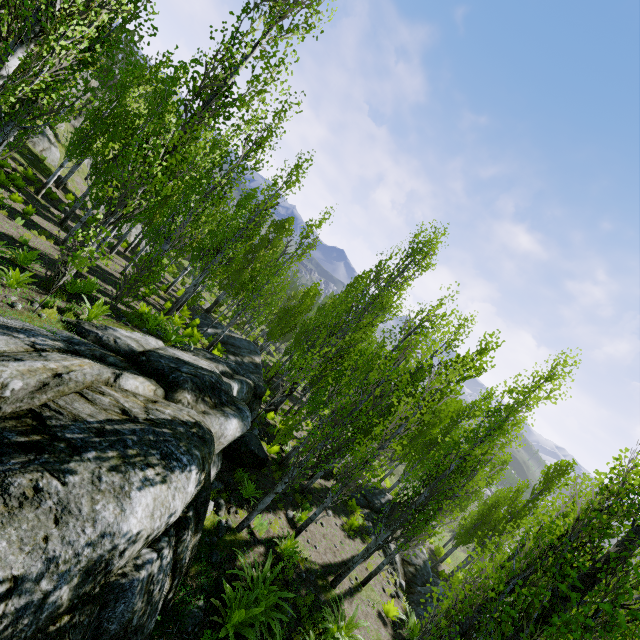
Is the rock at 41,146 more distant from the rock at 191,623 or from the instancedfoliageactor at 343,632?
the rock at 191,623

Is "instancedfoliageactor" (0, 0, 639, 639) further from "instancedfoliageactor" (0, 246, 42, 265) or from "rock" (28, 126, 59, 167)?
"instancedfoliageactor" (0, 246, 42, 265)

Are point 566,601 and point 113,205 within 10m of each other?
no

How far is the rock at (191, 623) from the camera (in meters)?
5.29

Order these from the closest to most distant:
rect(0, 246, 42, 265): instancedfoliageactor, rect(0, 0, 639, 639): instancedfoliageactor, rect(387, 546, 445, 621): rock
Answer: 1. rect(0, 0, 639, 639): instancedfoliageactor
2. rect(0, 246, 42, 265): instancedfoliageactor
3. rect(387, 546, 445, 621): rock

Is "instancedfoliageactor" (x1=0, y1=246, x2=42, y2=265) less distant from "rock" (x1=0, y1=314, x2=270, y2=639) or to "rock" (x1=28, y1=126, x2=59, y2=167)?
"rock" (x1=0, y1=314, x2=270, y2=639)

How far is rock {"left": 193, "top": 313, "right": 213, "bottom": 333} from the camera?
22.8 meters

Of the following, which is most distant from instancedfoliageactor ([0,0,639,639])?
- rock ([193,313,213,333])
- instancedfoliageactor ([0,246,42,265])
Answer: instancedfoliageactor ([0,246,42,265])
